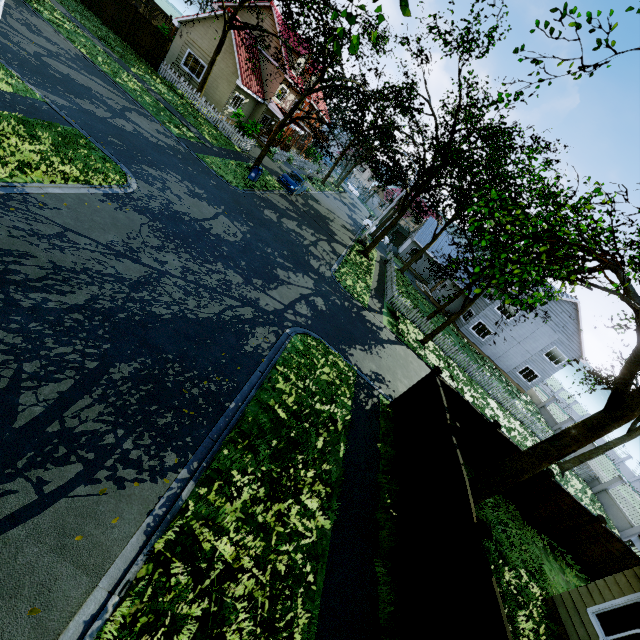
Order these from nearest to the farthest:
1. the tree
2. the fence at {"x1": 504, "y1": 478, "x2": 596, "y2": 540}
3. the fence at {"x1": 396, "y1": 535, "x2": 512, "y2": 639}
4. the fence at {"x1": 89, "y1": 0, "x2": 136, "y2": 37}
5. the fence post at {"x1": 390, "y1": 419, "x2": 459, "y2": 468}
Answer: the fence at {"x1": 396, "y1": 535, "x2": 512, "y2": 639} < the tree < the fence post at {"x1": 390, "y1": 419, "x2": 459, "y2": 468} < the fence at {"x1": 504, "y1": 478, "x2": 596, "y2": 540} < the fence at {"x1": 89, "y1": 0, "x2": 136, "y2": 37}

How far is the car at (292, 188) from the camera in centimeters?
2550cm

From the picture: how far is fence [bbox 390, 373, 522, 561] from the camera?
6.67m

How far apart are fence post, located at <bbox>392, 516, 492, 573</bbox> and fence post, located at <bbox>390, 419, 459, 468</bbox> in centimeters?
249cm

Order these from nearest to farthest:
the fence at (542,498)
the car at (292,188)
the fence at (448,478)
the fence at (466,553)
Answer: the fence at (466,553) → the fence at (448,478) → the fence at (542,498) → the car at (292,188)

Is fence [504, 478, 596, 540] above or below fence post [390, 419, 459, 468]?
Result: below

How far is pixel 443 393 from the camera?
11.2 meters

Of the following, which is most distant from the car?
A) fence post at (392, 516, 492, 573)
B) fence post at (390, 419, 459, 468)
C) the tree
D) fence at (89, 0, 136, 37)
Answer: fence post at (392, 516, 492, 573)
